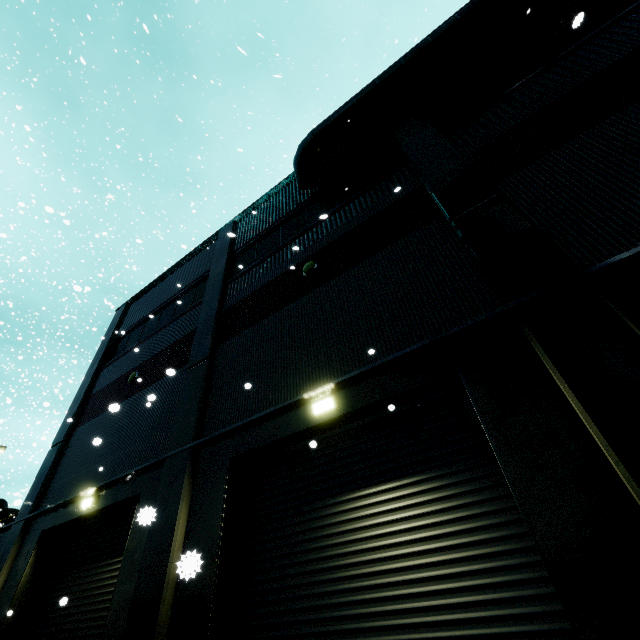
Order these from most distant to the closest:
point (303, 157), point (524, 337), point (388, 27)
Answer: point (388, 27) → point (303, 157) → point (524, 337)

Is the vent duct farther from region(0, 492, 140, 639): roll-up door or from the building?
region(0, 492, 140, 639): roll-up door

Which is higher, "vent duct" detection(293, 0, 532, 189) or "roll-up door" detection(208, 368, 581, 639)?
"vent duct" detection(293, 0, 532, 189)

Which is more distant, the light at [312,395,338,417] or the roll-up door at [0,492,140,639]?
the roll-up door at [0,492,140,639]

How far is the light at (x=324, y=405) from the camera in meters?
5.8

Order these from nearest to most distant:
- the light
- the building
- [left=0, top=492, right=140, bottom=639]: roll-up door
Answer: the building → the light → [left=0, top=492, right=140, bottom=639]: roll-up door

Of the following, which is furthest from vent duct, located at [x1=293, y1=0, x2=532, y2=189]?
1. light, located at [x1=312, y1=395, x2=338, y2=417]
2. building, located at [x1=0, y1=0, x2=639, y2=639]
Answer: light, located at [x1=312, y1=395, x2=338, y2=417]

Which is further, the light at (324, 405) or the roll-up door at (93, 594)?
the roll-up door at (93, 594)
